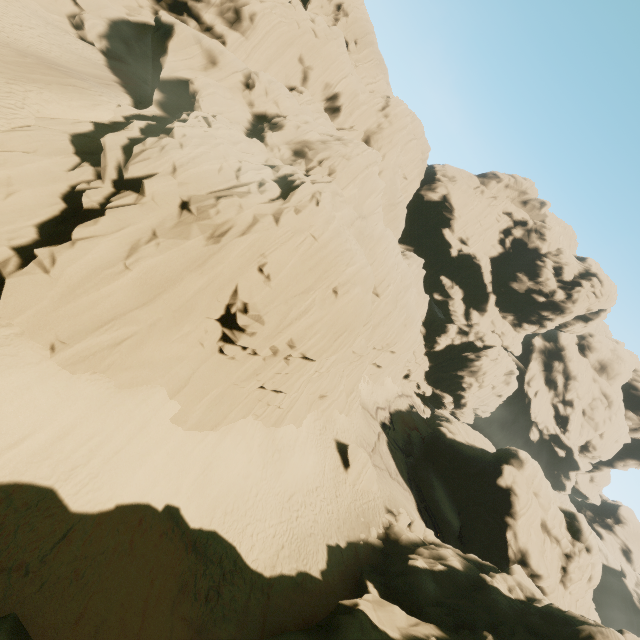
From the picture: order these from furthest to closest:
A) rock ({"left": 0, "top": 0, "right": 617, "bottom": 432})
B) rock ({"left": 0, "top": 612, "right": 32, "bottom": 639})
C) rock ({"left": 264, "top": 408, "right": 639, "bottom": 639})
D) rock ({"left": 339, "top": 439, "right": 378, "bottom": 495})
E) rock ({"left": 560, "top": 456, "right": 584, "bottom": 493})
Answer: rock ({"left": 560, "top": 456, "right": 584, "bottom": 493}) < rock ({"left": 339, "top": 439, "right": 378, "bottom": 495}) < rock ({"left": 264, "top": 408, "right": 639, "bottom": 639}) < rock ({"left": 0, "top": 0, "right": 617, "bottom": 432}) < rock ({"left": 0, "top": 612, "right": 32, "bottom": 639})

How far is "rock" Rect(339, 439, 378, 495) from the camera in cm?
2545

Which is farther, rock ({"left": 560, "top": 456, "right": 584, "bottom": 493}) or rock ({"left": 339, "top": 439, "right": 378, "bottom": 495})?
rock ({"left": 560, "top": 456, "right": 584, "bottom": 493})

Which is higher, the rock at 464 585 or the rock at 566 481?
the rock at 566 481

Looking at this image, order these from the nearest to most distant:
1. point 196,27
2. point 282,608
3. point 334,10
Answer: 1. point 282,608
2. point 196,27
3. point 334,10

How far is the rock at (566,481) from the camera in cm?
5862
